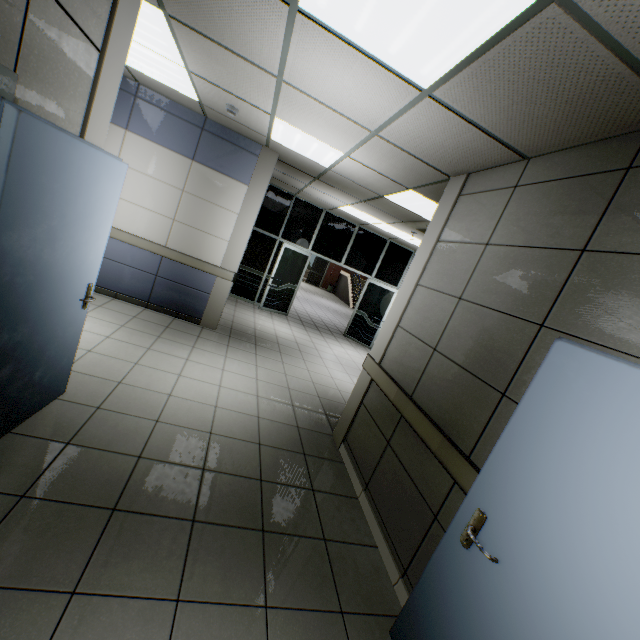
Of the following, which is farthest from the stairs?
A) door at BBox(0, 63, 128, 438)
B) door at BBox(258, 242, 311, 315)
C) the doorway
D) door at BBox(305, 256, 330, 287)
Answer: door at BBox(0, 63, 128, 438)

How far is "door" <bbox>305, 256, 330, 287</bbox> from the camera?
22.8 meters

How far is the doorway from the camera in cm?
962

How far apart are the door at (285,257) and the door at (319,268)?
12.98m

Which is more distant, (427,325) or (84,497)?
(427,325)

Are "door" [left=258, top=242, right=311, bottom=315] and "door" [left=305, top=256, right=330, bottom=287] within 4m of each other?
no

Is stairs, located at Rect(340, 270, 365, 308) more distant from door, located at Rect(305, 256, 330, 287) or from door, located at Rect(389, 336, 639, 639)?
door, located at Rect(389, 336, 639, 639)

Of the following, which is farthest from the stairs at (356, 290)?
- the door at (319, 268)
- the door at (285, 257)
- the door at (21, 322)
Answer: the door at (21, 322)
